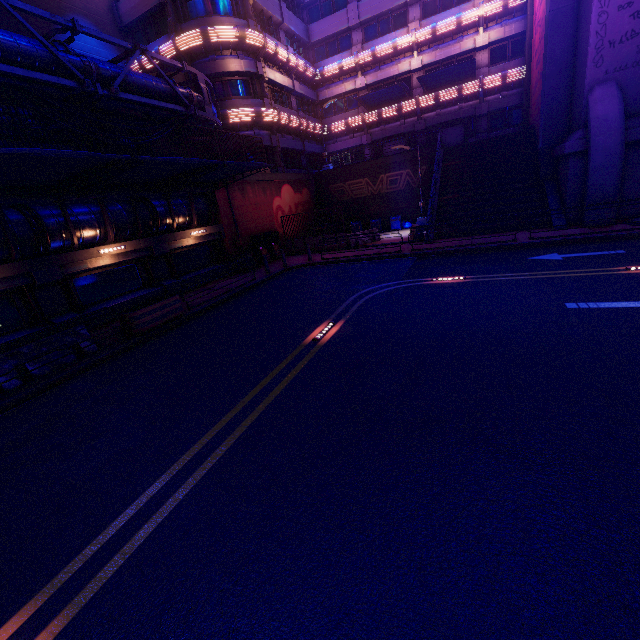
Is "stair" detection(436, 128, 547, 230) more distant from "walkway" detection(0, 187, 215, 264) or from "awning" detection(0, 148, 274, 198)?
"walkway" detection(0, 187, 215, 264)

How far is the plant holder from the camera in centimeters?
1105cm

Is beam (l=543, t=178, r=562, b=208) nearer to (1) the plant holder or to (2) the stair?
(2) the stair

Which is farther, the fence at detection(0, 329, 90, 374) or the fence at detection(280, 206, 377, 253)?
the fence at detection(280, 206, 377, 253)

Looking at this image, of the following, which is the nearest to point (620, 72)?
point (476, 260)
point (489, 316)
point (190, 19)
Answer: point (476, 260)

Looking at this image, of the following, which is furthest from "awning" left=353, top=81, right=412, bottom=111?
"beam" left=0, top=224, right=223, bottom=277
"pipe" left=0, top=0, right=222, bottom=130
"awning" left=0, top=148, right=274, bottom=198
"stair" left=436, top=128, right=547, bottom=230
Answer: "beam" left=0, top=224, right=223, bottom=277

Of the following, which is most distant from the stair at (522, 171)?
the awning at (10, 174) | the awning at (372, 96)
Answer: the awning at (10, 174)

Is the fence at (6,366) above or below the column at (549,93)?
below
